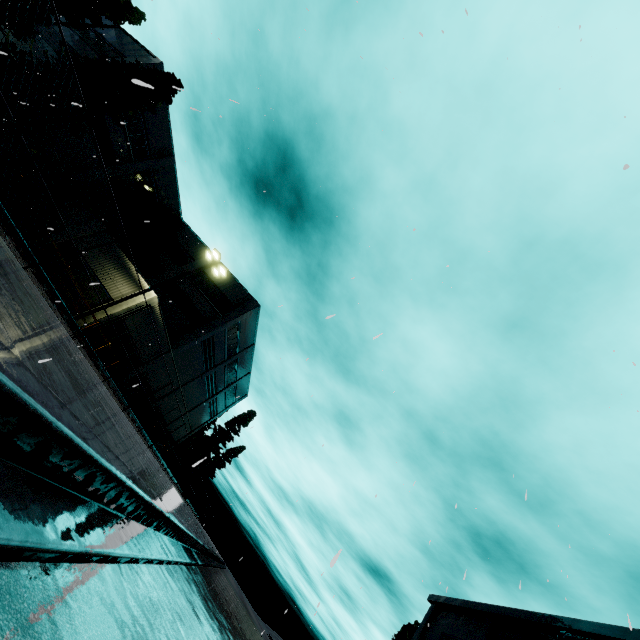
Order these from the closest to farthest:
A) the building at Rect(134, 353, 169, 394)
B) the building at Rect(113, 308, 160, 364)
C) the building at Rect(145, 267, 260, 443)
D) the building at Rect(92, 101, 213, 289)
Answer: the building at Rect(113, 308, 160, 364)
the building at Rect(134, 353, 169, 394)
the building at Rect(92, 101, 213, 289)
the building at Rect(145, 267, 260, 443)

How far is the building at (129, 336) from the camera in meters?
23.4 m

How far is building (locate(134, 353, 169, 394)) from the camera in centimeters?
2811cm

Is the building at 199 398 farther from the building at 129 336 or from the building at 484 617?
the building at 129 336

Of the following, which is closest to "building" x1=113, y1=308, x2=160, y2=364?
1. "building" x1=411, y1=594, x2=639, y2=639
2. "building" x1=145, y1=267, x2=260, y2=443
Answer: "building" x1=145, y1=267, x2=260, y2=443

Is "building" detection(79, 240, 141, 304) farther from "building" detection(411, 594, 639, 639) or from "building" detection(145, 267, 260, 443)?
"building" detection(411, 594, 639, 639)

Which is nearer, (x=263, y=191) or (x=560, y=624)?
(x=263, y=191)

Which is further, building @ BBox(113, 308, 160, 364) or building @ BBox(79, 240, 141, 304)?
building @ BBox(113, 308, 160, 364)
